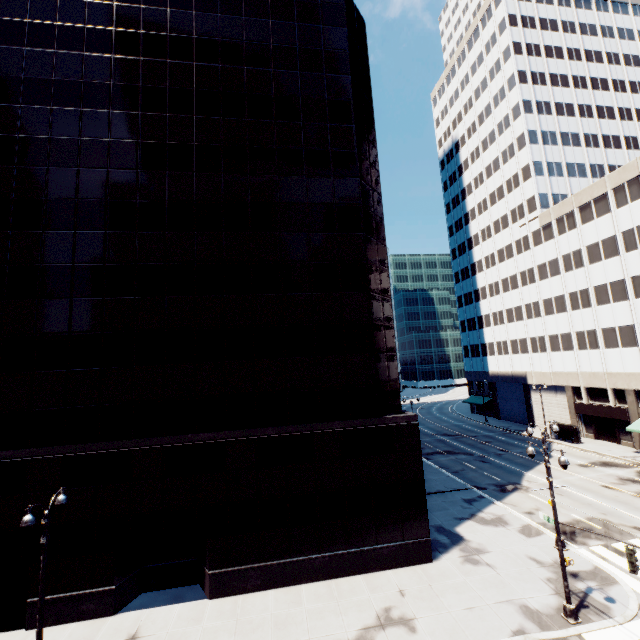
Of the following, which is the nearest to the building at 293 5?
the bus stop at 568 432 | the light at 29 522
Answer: the light at 29 522

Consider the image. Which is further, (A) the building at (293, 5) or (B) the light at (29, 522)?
(A) the building at (293, 5)

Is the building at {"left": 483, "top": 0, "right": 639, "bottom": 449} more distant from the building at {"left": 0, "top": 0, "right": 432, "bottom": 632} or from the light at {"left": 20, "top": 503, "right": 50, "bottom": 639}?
the light at {"left": 20, "top": 503, "right": 50, "bottom": 639}

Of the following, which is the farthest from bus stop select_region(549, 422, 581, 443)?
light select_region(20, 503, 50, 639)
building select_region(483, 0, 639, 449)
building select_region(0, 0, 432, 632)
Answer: light select_region(20, 503, 50, 639)

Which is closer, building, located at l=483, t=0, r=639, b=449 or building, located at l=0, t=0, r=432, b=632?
building, located at l=0, t=0, r=432, b=632

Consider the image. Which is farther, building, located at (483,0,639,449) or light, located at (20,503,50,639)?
building, located at (483,0,639,449)

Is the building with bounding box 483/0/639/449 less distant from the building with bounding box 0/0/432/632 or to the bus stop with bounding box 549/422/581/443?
the bus stop with bounding box 549/422/581/443

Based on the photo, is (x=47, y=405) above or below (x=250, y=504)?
above
